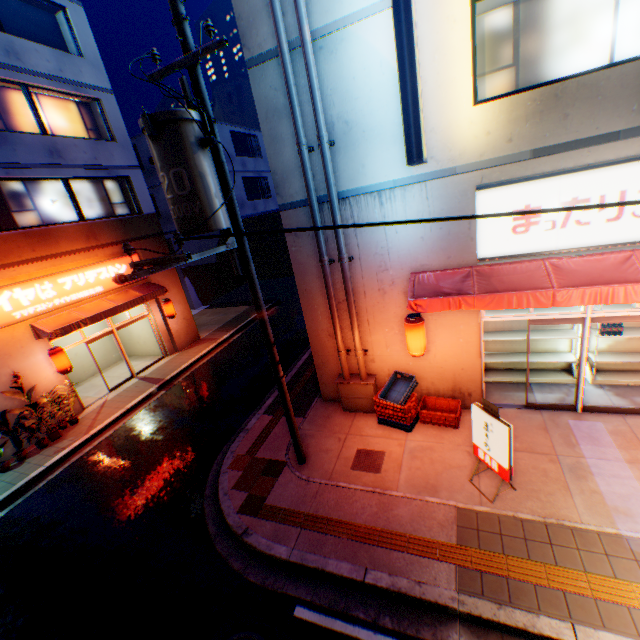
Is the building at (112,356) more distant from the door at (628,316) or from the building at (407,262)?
the door at (628,316)

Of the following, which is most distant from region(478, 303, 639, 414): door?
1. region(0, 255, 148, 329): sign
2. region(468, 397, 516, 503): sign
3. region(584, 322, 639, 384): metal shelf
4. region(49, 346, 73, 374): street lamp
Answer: region(0, 255, 148, 329): sign

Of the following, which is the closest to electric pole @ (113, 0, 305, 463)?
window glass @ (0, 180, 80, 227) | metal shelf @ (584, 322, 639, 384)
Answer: metal shelf @ (584, 322, 639, 384)

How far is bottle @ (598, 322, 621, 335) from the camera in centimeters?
765cm

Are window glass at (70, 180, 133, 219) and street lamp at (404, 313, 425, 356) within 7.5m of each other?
no

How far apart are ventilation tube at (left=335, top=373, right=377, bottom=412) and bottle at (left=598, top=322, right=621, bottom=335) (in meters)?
5.55

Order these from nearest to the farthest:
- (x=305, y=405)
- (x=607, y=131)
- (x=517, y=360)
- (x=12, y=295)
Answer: (x=607, y=131) < (x=517, y=360) < (x=305, y=405) < (x=12, y=295)

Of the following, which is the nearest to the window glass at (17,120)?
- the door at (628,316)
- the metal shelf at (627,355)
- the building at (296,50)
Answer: the building at (296,50)
